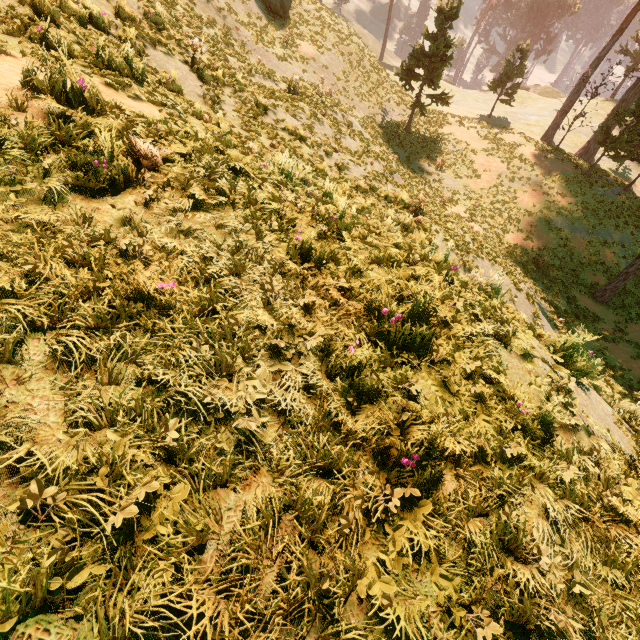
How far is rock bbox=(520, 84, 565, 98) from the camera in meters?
52.0

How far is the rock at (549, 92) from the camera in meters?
52.0 m

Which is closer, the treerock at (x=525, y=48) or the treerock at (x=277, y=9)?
the treerock at (x=277, y=9)

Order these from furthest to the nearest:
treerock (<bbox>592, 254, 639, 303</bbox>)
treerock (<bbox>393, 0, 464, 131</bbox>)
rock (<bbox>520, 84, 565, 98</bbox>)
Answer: rock (<bbox>520, 84, 565, 98</bbox>), treerock (<bbox>393, 0, 464, 131</bbox>), treerock (<bbox>592, 254, 639, 303</bbox>)

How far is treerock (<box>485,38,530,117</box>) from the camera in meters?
29.5 m

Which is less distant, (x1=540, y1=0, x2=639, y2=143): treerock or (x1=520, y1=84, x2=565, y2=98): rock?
(x1=540, y1=0, x2=639, y2=143): treerock

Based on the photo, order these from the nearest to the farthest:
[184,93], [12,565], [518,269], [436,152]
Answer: [12,565]
[184,93]
[518,269]
[436,152]

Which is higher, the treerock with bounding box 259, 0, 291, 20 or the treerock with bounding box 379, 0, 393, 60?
the treerock with bounding box 259, 0, 291, 20
